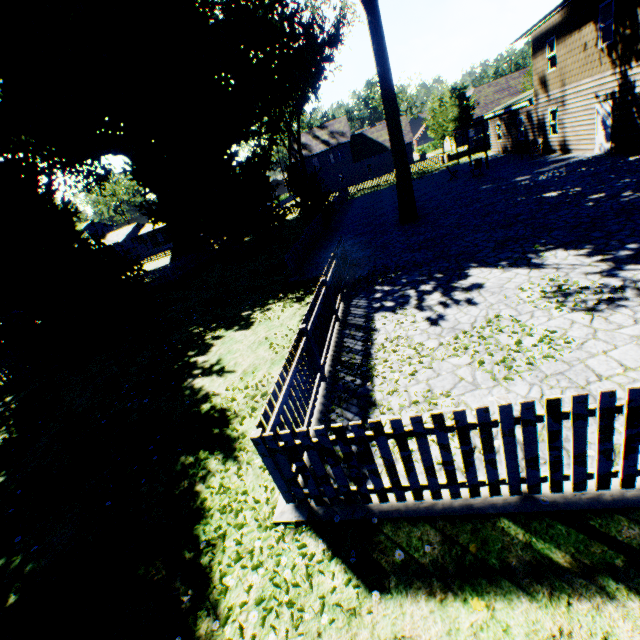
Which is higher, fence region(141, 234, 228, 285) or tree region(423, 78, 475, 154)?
tree region(423, 78, 475, 154)

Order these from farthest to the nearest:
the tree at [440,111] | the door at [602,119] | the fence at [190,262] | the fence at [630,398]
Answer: the tree at [440,111], the fence at [190,262], the door at [602,119], the fence at [630,398]

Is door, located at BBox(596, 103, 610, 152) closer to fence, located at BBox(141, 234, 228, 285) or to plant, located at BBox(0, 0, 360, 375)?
fence, located at BBox(141, 234, 228, 285)

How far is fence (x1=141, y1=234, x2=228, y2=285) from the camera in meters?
24.8 m

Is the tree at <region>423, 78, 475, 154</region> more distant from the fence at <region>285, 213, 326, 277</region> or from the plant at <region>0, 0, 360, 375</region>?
the plant at <region>0, 0, 360, 375</region>

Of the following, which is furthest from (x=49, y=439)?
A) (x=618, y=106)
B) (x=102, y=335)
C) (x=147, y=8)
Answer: (x=618, y=106)

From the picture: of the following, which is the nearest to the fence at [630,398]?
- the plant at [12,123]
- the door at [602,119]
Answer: the plant at [12,123]
